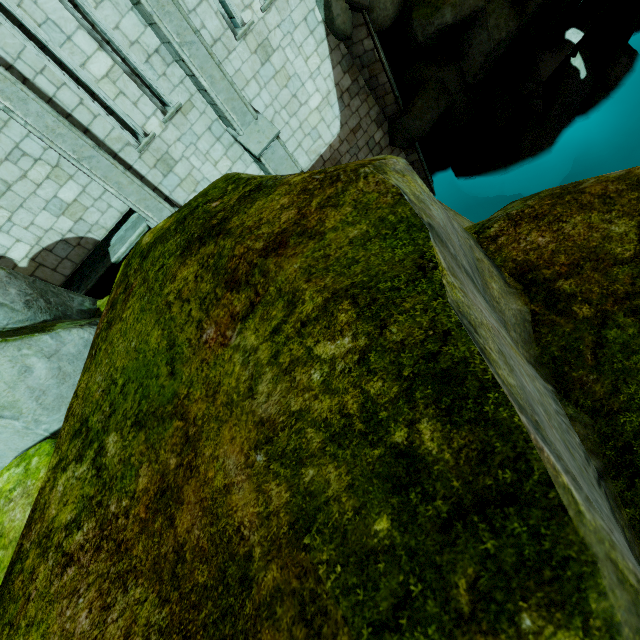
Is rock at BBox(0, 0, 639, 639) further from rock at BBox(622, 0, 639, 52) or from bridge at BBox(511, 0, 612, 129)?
rock at BBox(622, 0, 639, 52)

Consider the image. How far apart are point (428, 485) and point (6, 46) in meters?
9.0 m

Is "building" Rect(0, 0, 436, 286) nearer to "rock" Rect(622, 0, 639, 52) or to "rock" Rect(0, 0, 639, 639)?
"rock" Rect(0, 0, 639, 639)

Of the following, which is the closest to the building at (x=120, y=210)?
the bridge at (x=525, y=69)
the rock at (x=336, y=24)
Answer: the rock at (x=336, y=24)

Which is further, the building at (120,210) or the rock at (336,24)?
the rock at (336,24)

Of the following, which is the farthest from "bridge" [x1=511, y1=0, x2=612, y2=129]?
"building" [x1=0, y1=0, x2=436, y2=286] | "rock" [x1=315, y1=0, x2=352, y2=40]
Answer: "building" [x1=0, y1=0, x2=436, y2=286]

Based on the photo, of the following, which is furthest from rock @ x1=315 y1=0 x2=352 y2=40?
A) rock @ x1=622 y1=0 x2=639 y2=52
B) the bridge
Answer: rock @ x1=622 y1=0 x2=639 y2=52

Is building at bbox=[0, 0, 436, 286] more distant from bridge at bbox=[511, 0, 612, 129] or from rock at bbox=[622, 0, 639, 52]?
bridge at bbox=[511, 0, 612, 129]
